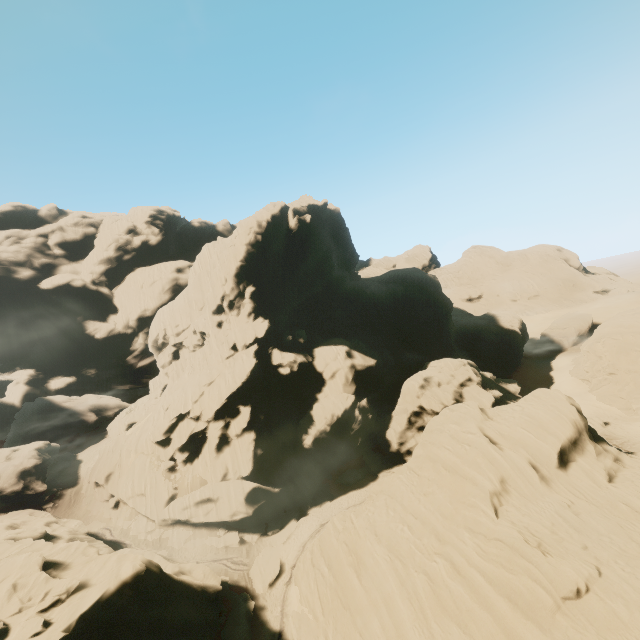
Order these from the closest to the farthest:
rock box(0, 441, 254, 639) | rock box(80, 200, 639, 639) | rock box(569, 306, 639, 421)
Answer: rock box(80, 200, 639, 639)
rock box(0, 441, 254, 639)
rock box(569, 306, 639, 421)

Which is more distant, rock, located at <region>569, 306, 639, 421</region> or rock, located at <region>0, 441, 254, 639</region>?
rock, located at <region>569, 306, 639, 421</region>

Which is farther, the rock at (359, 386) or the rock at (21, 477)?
the rock at (21, 477)

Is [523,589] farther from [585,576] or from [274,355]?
[274,355]

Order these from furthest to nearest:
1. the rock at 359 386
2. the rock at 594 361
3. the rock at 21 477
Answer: the rock at 594 361, the rock at 21 477, the rock at 359 386
